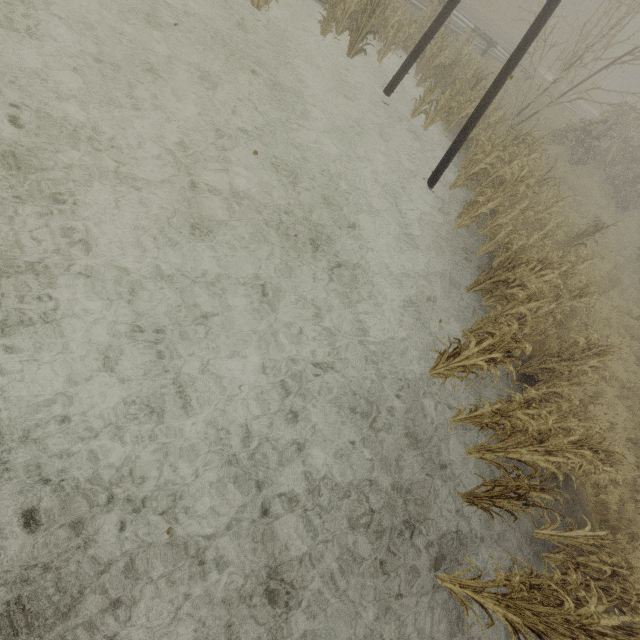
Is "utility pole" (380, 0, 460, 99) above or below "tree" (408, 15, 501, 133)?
above

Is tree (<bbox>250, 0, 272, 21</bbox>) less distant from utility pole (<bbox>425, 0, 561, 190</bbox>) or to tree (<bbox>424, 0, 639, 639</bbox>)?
utility pole (<bbox>425, 0, 561, 190</bbox>)

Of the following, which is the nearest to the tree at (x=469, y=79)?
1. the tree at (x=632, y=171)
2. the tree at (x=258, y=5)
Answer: the tree at (x=632, y=171)

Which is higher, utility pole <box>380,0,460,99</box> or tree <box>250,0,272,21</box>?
utility pole <box>380,0,460,99</box>

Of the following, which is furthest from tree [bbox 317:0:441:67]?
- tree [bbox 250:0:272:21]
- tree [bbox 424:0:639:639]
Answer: tree [bbox 250:0:272:21]

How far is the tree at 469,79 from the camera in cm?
1023

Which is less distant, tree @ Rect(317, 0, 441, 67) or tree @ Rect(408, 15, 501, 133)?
tree @ Rect(317, 0, 441, 67)

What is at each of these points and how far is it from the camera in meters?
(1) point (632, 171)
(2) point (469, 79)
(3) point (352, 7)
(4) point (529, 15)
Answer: (1) tree, 18.0 m
(2) tree, 11.2 m
(3) tree, 9.8 m
(4) tree, 31.8 m
